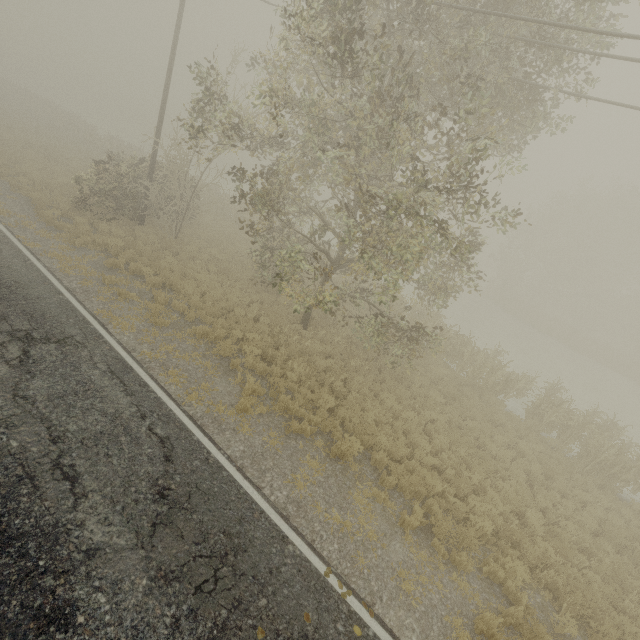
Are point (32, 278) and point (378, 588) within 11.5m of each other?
no
